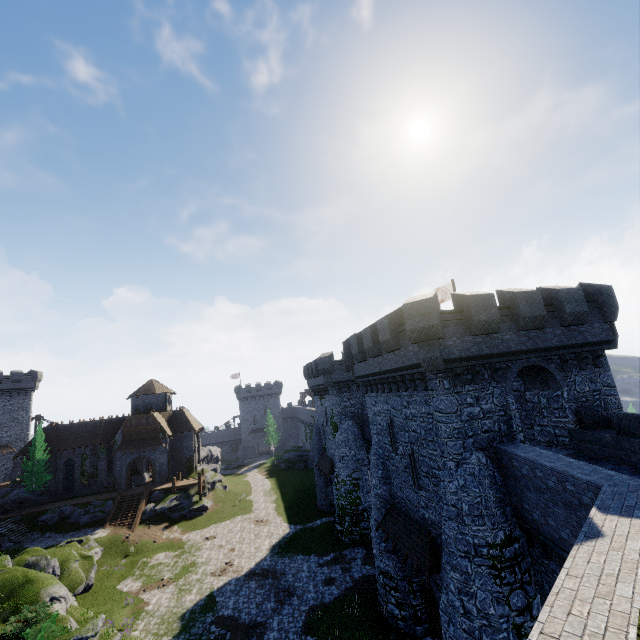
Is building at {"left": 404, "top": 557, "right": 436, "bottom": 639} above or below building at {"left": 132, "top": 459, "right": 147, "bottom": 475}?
below

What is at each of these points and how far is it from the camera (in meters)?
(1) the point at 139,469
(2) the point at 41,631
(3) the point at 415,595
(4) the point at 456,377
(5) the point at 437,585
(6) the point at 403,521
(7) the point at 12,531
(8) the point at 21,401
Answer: (1) building, 48.38
(2) bush, 17.36
(3) building, 17.73
(4) building, 14.18
(5) building, 15.38
(6) awning, 17.58
(7) stairs, 33.00
(8) building, 53.91

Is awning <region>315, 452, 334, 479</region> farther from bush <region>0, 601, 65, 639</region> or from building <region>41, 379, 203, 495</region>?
bush <region>0, 601, 65, 639</region>

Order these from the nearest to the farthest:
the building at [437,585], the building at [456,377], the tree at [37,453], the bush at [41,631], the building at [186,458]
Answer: the building at [456,377] < the building at [437,585] < the bush at [41,631] < the tree at [37,453] < the building at [186,458]

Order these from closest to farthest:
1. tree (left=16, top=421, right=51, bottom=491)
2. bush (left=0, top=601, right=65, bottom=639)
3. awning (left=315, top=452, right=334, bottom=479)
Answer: bush (left=0, top=601, right=65, bottom=639) < awning (left=315, top=452, right=334, bottom=479) < tree (left=16, top=421, right=51, bottom=491)

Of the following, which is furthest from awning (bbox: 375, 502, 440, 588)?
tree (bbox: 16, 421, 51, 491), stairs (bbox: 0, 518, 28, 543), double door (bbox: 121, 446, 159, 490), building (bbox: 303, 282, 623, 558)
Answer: tree (bbox: 16, 421, 51, 491)

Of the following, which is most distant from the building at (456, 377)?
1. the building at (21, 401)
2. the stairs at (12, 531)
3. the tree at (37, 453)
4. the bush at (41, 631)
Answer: the building at (21, 401)

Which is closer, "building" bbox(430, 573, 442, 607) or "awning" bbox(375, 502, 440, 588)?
"awning" bbox(375, 502, 440, 588)
